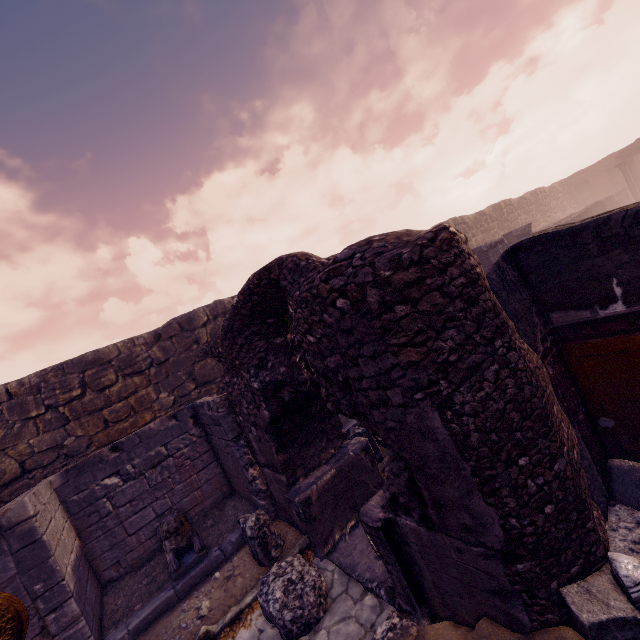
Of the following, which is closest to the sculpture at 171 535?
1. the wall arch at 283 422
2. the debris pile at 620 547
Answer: the wall arch at 283 422

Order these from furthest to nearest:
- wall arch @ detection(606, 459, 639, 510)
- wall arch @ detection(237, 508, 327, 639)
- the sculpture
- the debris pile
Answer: the sculpture < wall arch @ detection(237, 508, 327, 639) < wall arch @ detection(606, 459, 639, 510) < the debris pile

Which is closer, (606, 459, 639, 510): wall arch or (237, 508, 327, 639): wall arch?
(606, 459, 639, 510): wall arch

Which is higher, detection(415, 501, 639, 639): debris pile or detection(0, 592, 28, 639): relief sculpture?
detection(0, 592, 28, 639): relief sculpture

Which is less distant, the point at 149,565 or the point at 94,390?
the point at 149,565

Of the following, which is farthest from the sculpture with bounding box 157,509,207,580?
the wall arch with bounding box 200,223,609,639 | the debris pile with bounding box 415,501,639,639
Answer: the debris pile with bounding box 415,501,639,639

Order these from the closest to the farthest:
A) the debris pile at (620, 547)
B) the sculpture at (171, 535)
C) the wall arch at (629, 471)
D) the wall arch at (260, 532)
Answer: the debris pile at (620, 547) → the wall arch at (629, 471) → the wall arch at (260, 532) → the sculpture at (171, 535)

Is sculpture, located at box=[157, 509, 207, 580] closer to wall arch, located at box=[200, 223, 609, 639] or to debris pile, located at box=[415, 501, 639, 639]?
wall arch, located at box=[200, 223, 609, 639]
